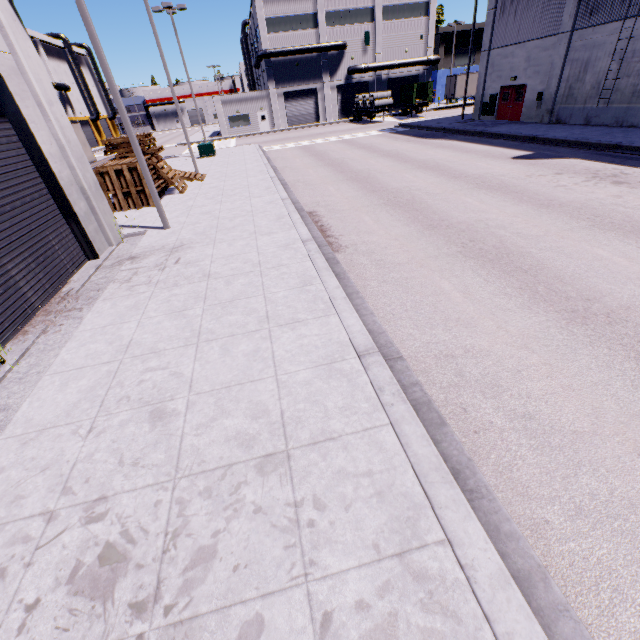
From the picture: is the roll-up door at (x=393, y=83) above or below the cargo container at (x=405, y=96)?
above

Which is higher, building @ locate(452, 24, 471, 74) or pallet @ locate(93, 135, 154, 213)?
building @ locate(452, 24, 471, 74)

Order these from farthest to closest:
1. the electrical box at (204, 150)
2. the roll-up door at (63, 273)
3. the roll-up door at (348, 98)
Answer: the roll-up door at (348, 98) → the electrical box at (204, 150) → the roll-up door at (63, 273)

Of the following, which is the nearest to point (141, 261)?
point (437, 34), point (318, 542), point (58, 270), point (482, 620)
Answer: point (58, 270)

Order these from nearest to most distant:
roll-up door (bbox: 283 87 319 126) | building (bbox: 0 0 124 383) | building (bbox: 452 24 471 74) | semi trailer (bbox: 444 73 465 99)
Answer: building (bbox: 0 0 124 383), semi trailer (bbox: 444 73 465 99), roll-up door (bbox: 283 87 319 126), building (bbox: 452 24 471 74)

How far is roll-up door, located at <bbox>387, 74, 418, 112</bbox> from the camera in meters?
48.8 m

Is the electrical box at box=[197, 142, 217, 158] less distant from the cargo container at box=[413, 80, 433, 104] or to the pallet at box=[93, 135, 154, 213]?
the pallet at box=[93, 135, 154, 213]

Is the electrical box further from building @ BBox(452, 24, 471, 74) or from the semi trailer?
building @ BBox(452, 24, 471, 74)
